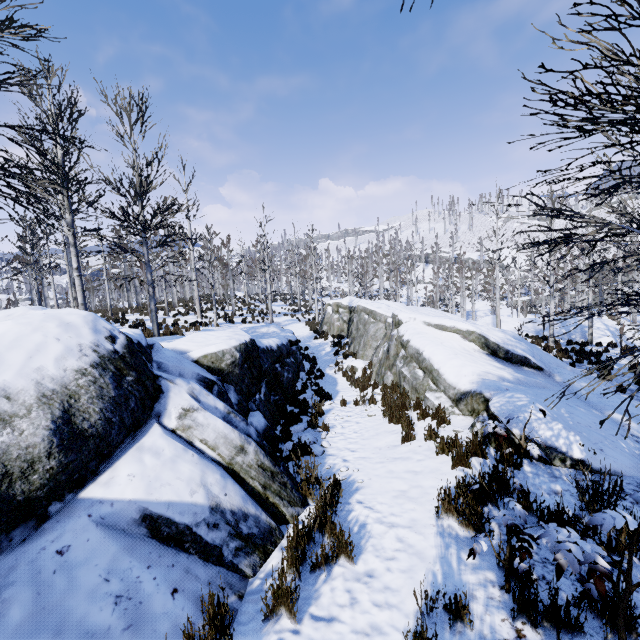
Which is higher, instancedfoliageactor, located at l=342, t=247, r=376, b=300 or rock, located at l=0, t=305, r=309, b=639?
instancedfoliageactor, located at l=342, t=247, r=376, b=300

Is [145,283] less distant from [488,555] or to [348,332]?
[348,332]

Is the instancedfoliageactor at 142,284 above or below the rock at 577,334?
above

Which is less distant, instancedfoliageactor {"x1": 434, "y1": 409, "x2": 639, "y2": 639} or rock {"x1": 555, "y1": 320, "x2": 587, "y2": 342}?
instancedfoliageactor {"x1": 434, "y1": 409, "x2": 639, "y2": 639}

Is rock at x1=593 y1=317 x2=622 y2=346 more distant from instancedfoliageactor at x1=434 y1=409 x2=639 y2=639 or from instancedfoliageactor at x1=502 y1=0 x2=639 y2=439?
instancedfoliageactor at x1=434 y1=409 x2=639 y2=639

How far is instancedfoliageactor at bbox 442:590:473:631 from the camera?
2.6m

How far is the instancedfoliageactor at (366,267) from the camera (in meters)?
34.59

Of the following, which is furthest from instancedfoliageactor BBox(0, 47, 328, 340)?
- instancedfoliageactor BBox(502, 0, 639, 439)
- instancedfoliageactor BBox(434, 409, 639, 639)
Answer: instancedfoliageactor BBox(434, 409, 639, 639)
